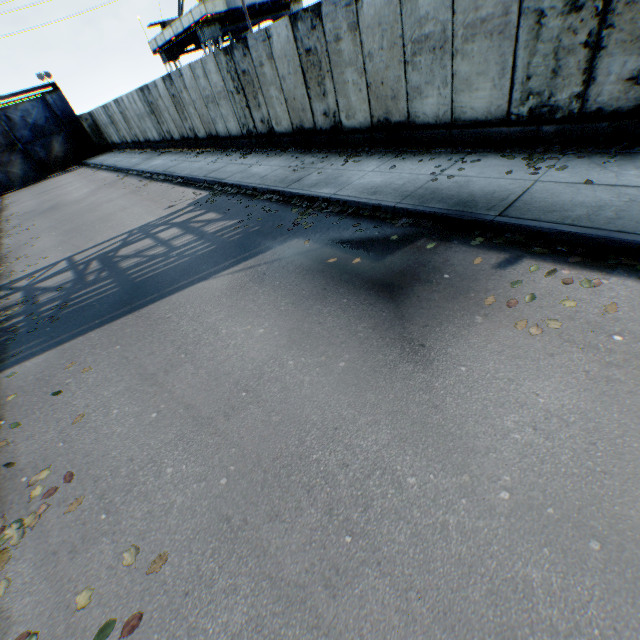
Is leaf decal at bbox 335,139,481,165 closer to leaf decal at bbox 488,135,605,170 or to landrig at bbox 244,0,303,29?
leaf decal at bbox 488,135,605,170

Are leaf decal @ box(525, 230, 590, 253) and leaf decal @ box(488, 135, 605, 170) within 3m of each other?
yes

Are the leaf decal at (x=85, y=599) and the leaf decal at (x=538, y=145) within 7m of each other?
no

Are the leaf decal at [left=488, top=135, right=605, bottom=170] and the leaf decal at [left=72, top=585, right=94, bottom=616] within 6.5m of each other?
no

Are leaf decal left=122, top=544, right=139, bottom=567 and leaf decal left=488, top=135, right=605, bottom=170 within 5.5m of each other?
no

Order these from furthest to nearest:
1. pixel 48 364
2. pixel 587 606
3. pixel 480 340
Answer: pixel 48 364
pixel 480 340
pixel 587 606

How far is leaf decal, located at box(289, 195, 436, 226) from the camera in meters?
5.8 m

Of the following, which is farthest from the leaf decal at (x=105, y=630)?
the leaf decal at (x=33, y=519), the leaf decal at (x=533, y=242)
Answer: the leaf decal at (x=533, y=242)
